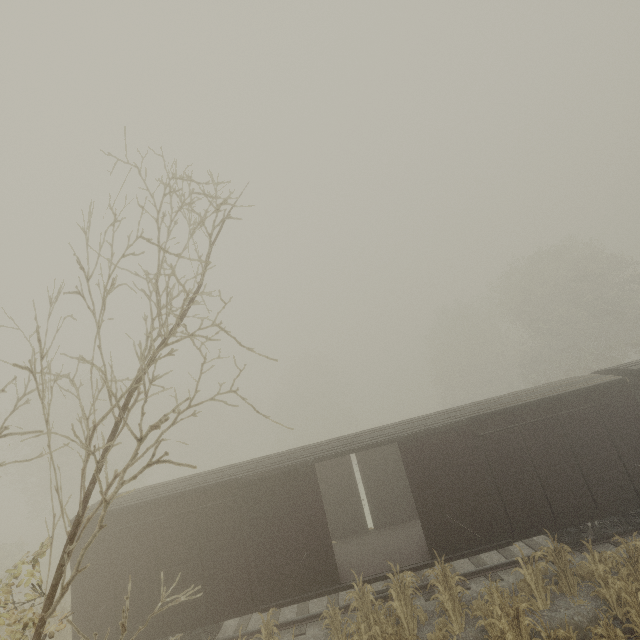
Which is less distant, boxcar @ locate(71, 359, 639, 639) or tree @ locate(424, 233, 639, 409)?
boxcar @ locate(71, 359, 639, 639)

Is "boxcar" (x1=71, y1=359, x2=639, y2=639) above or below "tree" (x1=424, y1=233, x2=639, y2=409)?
below

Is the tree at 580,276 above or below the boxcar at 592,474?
above

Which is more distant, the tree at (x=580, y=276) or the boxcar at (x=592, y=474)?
the tree at (x=580, y=276)

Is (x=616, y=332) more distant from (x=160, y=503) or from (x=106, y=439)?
(x=106, y=439)
